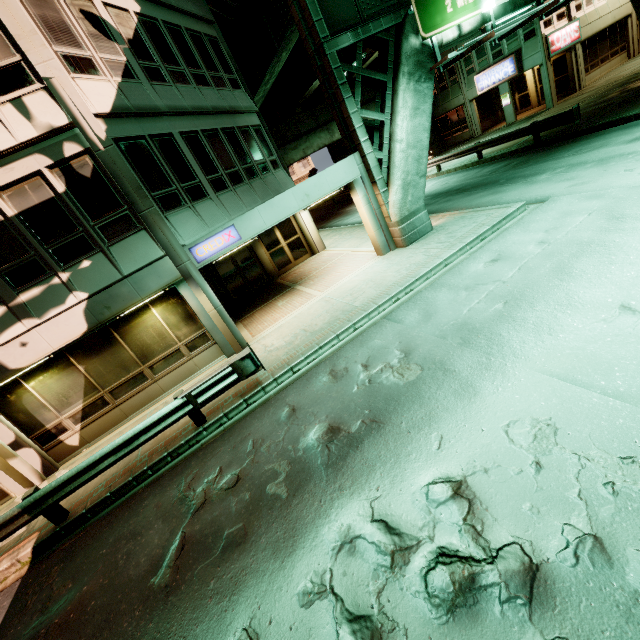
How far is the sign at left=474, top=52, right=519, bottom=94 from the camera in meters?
23.8 m

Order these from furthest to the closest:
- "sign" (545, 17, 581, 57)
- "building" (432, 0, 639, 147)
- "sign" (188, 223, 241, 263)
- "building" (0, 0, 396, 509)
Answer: "building" (432, 0, 639, 147) < "sign" (545, 17, 581, 57) < "sign" (188, 223, 241, 263) < "building" (0, 0, 396, 509)

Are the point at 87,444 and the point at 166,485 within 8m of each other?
yes

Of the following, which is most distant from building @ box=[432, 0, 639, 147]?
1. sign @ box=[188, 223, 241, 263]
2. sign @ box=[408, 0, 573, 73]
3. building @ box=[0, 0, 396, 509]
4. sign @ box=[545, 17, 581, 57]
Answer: sign @ box=[188, 223, 241, 263]

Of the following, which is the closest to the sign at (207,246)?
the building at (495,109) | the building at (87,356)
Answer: the building at (87,356)

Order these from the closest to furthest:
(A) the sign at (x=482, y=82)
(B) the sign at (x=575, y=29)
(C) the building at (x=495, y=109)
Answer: (B) the sign at (x=575, y=29), (C) the building at (x=495, y=109), (A) the sign at (x=482, y=82)

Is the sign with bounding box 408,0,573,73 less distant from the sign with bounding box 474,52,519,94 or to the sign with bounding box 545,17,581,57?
the sign with bounding box 545,17,581,57

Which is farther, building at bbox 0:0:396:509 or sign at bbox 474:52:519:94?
sign at bbox 474:52:519:94
